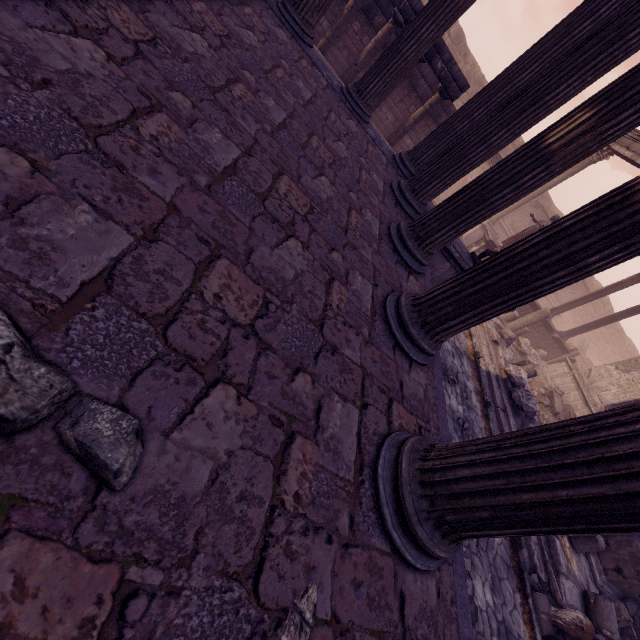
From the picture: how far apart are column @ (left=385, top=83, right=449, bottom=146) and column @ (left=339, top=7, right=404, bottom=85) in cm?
178

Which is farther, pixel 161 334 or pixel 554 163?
pixel 554 163

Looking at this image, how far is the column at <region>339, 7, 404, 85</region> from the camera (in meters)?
8.52

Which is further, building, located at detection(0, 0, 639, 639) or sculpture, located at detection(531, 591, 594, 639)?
sculpture, located at detection(531, 591, 594, 639)

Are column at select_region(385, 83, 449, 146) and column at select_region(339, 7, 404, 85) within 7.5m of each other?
yes

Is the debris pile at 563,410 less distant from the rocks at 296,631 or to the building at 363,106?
the building at 363,106

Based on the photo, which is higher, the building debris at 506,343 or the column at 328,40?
the column at 328,40

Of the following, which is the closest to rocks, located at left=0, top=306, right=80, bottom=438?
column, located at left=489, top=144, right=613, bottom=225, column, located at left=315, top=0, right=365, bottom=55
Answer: column, located at left=315, top=0, right=365, bottom=55
